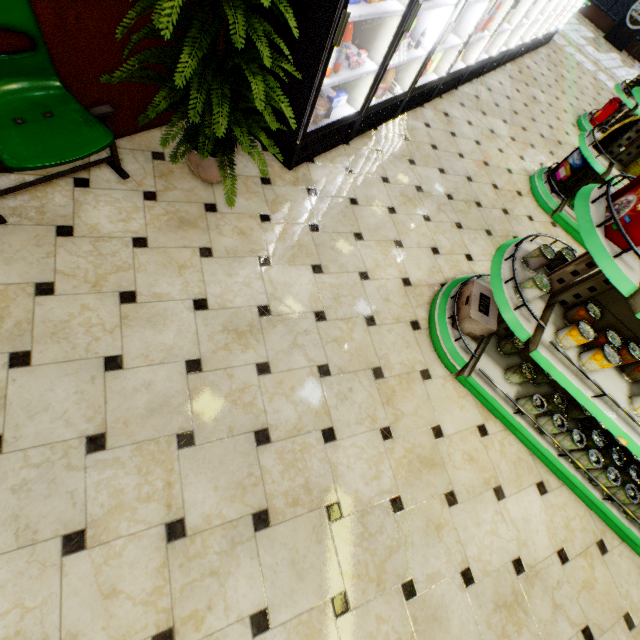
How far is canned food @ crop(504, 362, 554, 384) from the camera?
2.6 meters

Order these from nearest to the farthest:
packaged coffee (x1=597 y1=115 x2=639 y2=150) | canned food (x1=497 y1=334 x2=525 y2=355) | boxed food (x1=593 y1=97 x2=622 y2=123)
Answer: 1. canned food (x1=497 y1=334 x2=525 y2=355)
2. packaged coffee (x1=597 y1=115 x2=639 y2=150)
3. boxed food (x1=593 y1=97 x2=622 y2=123)

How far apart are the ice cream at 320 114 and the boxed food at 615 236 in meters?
2.3 m

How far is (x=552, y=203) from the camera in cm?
441

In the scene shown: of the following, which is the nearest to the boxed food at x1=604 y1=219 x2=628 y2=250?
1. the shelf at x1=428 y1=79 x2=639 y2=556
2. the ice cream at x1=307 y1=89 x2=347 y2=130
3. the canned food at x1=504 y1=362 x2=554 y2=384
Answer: the shelf at x1=428 y1=79 x2=639 y2=556

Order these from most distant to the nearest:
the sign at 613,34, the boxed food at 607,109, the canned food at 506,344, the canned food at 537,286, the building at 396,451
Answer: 1. the sign at 613,34
2. the boxed food at 607,109
3. the canned food at 506,344
4. the canned food at 537,286
5. the building at 396,451

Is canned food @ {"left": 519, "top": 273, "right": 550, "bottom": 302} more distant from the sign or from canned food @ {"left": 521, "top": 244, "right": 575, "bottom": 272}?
the sign

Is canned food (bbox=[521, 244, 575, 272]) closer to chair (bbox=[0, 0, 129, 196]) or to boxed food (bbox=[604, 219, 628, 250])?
boxed food (bbox=[604, 219, 628, 250])
